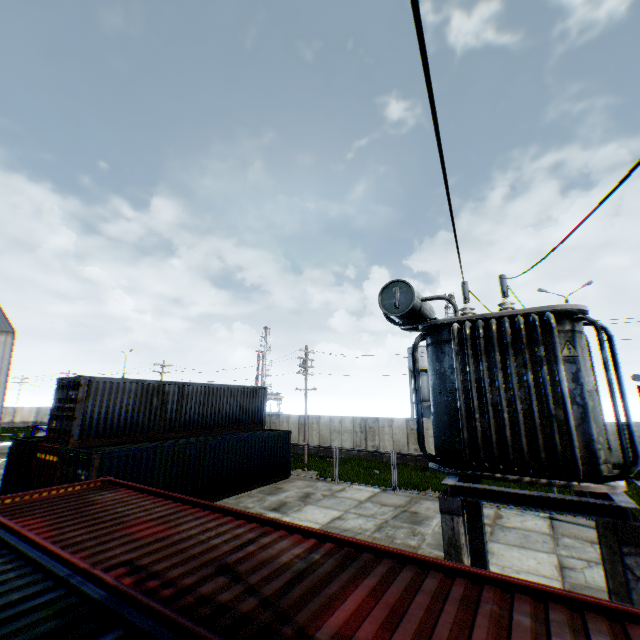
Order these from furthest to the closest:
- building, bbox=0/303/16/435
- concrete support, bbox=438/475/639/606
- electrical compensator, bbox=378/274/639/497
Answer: building, bbox=0/303/16/435, electrical compensator, bbox=378/274/639/497, concrete support, bbox=438/475/639/606

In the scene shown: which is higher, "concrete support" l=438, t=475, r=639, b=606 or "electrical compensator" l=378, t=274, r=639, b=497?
"electrical compensator" l=378, t=274, r=639, b=497

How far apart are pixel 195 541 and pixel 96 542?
1.4m

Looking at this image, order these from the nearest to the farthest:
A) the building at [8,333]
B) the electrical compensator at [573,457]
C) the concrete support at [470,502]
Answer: the concrete support at [470,502] → the electrical compensator at [573,457] → the building at [8,333]

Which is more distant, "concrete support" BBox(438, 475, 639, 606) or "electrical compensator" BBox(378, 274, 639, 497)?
"electrical compensator" BBox(378, 274, 639, 497)

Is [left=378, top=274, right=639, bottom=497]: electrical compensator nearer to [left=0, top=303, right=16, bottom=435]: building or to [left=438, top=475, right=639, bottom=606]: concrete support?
[left=438, top=475, right=639, bottom=606]: concrete support

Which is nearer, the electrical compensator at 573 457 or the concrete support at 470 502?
the concrete support at 470 502
